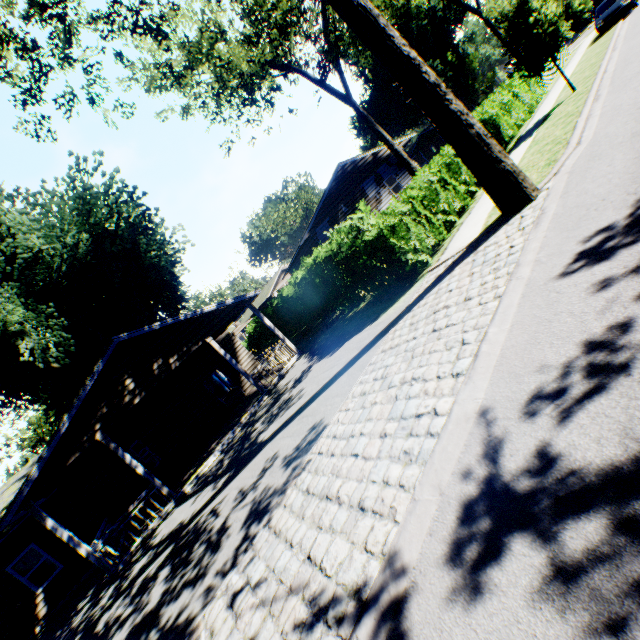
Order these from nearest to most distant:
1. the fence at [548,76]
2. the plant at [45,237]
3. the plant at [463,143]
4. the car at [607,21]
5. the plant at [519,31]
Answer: the plant at [463,143] < the plant at [519,31] < the plant at [45,237] < the car at [607,21] < the fence at [548,76]

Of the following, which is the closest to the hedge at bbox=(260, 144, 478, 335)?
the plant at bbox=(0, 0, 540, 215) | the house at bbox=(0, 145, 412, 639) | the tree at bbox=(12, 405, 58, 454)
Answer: the house at bbox=(0, 145, 412, 639)

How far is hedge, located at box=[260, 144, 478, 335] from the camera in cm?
1010

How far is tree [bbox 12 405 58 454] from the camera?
43.8 meters

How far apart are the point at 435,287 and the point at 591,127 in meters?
6.3

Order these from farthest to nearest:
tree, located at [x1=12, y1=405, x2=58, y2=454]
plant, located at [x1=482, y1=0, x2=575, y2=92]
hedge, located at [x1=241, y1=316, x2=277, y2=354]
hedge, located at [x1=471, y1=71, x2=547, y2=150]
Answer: tree, located at [x1=12, y1=405, x2=58, y2=454]
hedge, located at [x1=241, y1=316, x2=277, y2=354]
hedge, located at [x1=471, y1=71, x2=547, y2=150]
plant, located at [x1=482, y1=0, x2=575, y2=92]

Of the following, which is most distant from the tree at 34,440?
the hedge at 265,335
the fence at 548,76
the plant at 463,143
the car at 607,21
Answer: the car at 607,21

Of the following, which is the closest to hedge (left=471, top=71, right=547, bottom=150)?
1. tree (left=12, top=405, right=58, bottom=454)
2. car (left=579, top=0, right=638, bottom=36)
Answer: car (left=579, top=0, right=638, bottom=36)
